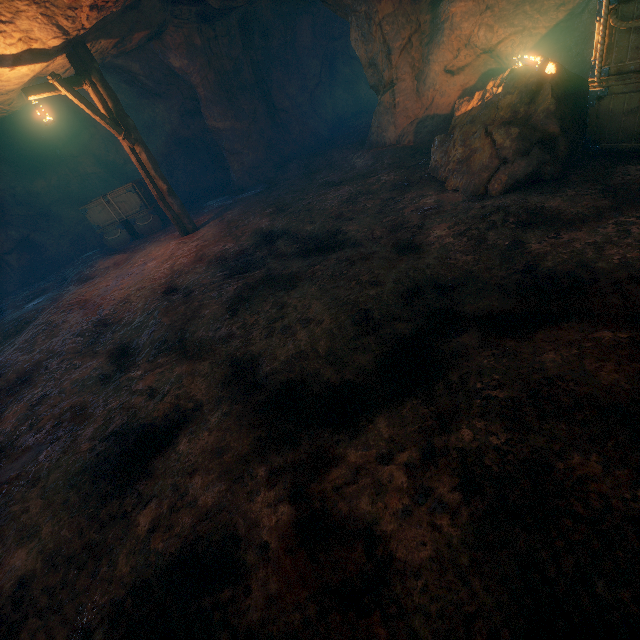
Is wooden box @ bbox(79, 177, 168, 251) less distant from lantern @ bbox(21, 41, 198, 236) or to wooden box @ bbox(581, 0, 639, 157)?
lantern @ bbox(21, 41, 198, 236)

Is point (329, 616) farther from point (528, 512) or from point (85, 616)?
point (85, 616)

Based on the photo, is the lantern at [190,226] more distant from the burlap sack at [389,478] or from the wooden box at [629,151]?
the wooden box at [629,151]

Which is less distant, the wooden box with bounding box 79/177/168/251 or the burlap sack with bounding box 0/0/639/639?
the burlap sack with bounding box 0/0/639/639

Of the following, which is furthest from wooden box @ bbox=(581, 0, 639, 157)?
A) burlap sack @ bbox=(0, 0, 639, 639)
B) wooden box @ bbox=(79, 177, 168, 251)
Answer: wooden box @ bbox=(79, 177, 168, 251)

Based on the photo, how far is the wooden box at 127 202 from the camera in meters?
11.2 m

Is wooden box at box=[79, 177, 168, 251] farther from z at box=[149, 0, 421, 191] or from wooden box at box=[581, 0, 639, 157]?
wooden box at box=[581, 0, 639, 157]

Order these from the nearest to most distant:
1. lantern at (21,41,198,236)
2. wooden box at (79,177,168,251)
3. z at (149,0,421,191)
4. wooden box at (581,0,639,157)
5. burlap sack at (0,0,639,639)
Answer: burlap sack at (0,0,639,639), wooden box at (581,0,639,157), lantern at (21,41,198,236), z at (149,0,421,191), wooden box at (79,177,168,251)
